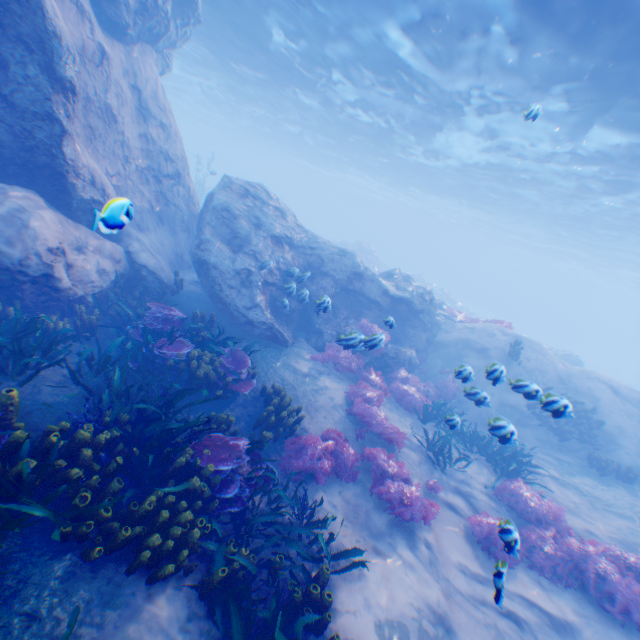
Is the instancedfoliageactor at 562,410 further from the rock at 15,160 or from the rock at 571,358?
the rock at 571,358

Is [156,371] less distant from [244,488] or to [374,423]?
[244,488]

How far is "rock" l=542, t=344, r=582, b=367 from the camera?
23.1 meters

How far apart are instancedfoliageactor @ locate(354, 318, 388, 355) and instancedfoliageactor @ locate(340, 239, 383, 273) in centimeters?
2582cm

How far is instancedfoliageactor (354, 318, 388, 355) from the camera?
8.1m

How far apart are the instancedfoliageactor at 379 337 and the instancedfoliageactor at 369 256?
25.8m

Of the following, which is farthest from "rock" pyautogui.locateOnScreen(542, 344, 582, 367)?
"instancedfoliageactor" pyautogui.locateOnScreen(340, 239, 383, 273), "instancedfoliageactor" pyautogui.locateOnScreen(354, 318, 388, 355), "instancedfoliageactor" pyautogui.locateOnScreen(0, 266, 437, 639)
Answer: "instancedfoliageactor" pyautogui.locateOnScreen(354, 318, 388, 355)

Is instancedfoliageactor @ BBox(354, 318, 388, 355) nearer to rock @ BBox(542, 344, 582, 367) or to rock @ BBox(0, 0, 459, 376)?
rock @ BBox(0, 0, 459, 376)
